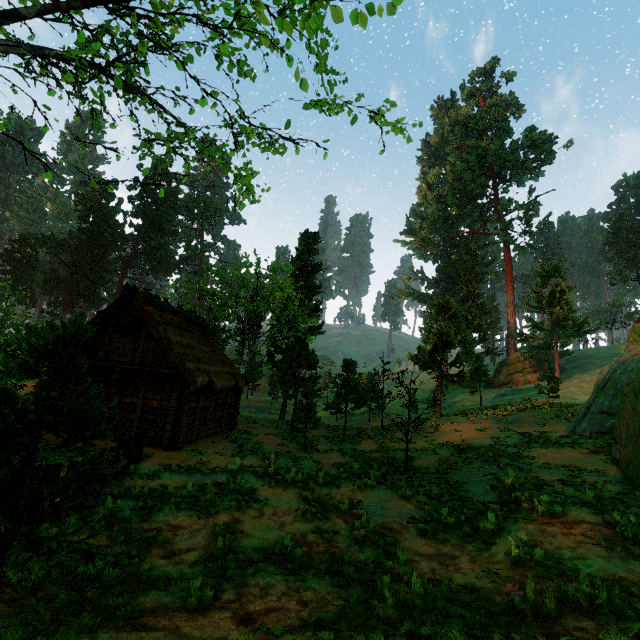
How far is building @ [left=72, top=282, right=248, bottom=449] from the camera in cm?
1605

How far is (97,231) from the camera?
58.0m

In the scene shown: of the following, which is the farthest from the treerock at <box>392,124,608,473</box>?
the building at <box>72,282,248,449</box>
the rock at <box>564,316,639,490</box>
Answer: the rock at <box>564,316,639,490</box>

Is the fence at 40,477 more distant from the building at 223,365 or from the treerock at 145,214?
the building at 223,365

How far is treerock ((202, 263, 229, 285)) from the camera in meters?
26.6

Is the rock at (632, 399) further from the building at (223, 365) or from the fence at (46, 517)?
the building at (223, 365)

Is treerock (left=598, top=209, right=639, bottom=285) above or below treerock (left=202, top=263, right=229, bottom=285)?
above
